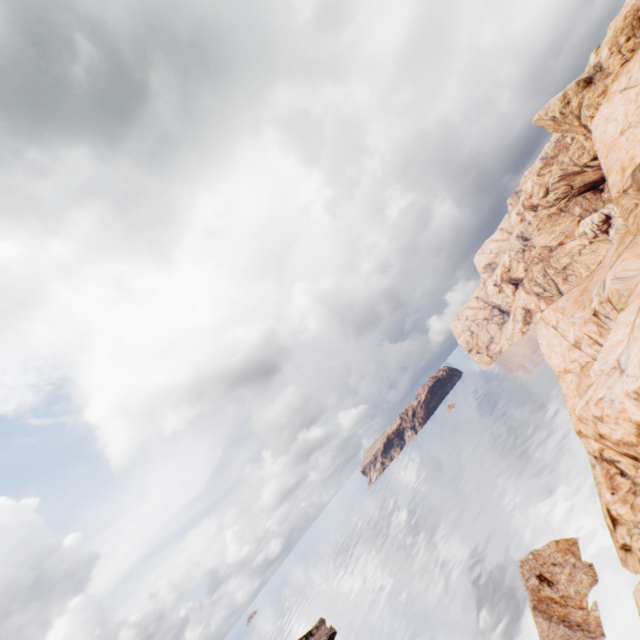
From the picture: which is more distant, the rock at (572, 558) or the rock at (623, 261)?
the rock at (572, 558)

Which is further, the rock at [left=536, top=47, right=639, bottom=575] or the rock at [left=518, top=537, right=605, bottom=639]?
the rock at [left=518, top=537, right=605, bottom=639]

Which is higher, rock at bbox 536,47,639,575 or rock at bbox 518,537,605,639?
rock at bbox 536,47,639,575

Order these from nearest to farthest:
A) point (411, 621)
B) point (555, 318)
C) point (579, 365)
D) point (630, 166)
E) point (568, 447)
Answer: point (630, 166)
point (579, 365)
point (555, 318)
point (568, 447)
point (411, 621)

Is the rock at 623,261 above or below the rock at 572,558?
above
